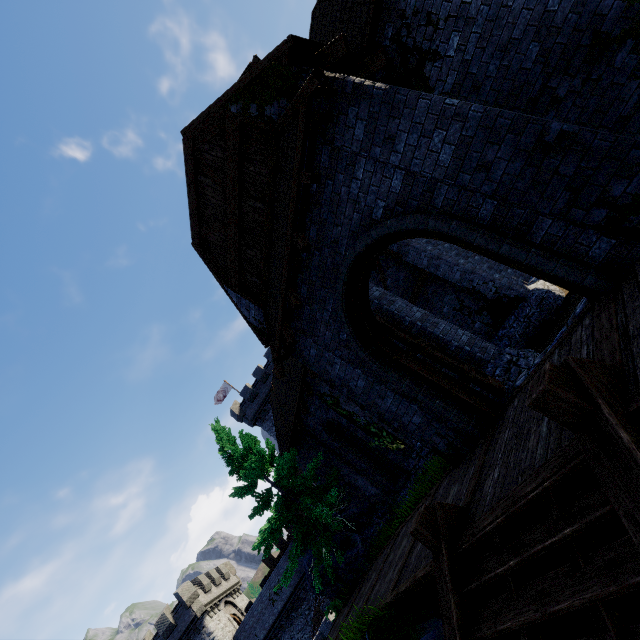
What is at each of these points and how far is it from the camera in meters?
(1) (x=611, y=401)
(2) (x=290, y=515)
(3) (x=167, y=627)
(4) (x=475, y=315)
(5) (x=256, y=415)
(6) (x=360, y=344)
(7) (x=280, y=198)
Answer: (1) stairs, 2.4 m
(2) tree, 13.9 m
(3) building, 30.9 m
(4) building, 14.1 m
(5) building, 35.7 m
(6) double door, 7.0 m
(7) awning, 6.5 m

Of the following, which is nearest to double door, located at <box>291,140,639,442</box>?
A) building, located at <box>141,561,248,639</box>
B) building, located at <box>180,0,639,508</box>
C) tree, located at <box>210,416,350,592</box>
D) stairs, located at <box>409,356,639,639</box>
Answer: building, located at <box>180,0,639,508</box>

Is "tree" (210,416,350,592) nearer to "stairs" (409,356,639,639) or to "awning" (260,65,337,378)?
"awning" (260,65,337,378)

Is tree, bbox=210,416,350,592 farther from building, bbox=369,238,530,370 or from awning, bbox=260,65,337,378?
awning, bbox=260,65,337,378

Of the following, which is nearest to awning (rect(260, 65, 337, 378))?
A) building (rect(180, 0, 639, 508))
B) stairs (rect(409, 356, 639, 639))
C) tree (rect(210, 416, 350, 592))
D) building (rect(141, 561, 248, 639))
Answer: building (rect(180, 0, 639, 508))

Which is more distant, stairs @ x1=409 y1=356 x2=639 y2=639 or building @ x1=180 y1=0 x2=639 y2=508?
building @ x1=180 y1=0 x2=639 y2=508

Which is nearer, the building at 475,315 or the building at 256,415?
the building at 256,415

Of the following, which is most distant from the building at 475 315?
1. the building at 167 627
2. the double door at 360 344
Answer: the building at 167 627
